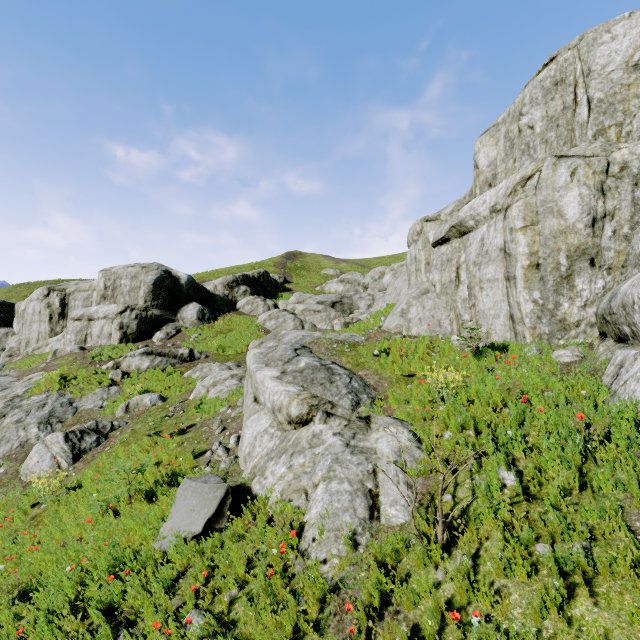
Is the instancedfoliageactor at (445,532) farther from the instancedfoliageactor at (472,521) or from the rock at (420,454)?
the instancedfoliageactor at (472,521)

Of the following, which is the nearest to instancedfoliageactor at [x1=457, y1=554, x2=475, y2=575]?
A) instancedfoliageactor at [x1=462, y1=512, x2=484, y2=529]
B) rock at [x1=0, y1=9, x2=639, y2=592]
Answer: rock at [x1=0, y1=9, x2=639, y2=592]

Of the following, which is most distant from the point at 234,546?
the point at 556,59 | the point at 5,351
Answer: the point at 5,351

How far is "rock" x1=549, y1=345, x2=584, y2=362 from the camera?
6.6m

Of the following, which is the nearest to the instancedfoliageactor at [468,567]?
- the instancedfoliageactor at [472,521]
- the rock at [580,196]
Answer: the rock at [580,196]

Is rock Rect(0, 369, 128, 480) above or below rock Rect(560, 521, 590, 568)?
below

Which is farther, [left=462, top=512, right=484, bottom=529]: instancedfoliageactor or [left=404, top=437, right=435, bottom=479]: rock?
[left=404, top=437, right=435, bottom=479]: rock
